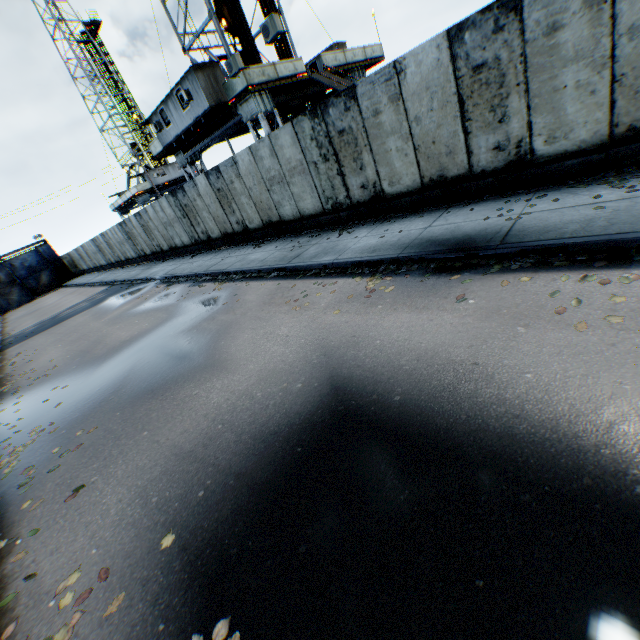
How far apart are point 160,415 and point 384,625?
4.4m

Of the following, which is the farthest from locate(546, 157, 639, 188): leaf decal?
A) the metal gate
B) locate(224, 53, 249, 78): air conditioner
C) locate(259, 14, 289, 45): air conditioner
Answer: the metal gate

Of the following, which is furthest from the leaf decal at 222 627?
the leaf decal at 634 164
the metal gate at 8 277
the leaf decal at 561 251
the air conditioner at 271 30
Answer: the metal gate at 8 277

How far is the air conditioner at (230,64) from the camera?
13.63m

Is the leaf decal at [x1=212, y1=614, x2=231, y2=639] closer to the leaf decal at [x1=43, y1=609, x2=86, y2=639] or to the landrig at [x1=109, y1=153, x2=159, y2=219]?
the leaf decal at [x1=43, y1=609, x2=86, y2=639]

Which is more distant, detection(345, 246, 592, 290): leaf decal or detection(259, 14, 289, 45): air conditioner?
detection(259, 14, 289, 45): air conditioner

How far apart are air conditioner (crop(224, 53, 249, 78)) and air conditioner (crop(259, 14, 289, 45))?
1.8 meters

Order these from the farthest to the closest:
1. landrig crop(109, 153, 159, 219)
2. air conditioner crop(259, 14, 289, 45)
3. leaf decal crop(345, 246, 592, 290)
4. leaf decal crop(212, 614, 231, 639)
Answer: landrig crop(109, 153, 159, 219) < air conditioner crop(259, 14, 289, 45) < leaf decal crop(345, 246, 592, 290) < leaf decal crop(212, 614, 231, 639)
